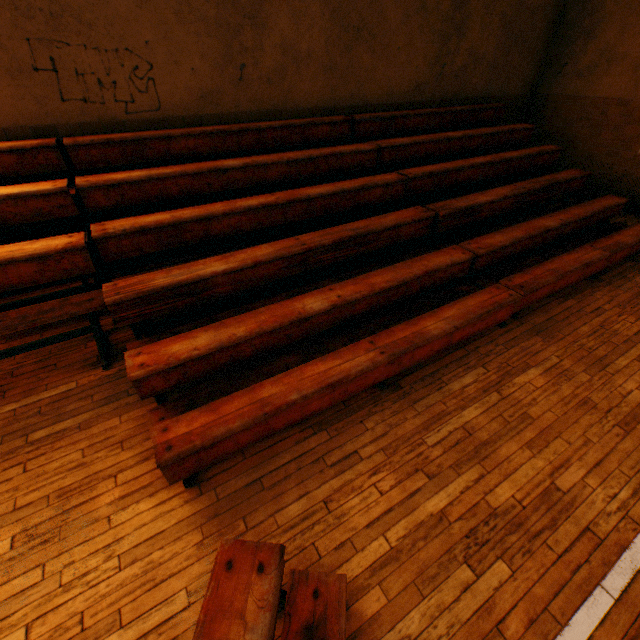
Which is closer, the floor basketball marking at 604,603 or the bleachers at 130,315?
the floor basketball marking at 604,603

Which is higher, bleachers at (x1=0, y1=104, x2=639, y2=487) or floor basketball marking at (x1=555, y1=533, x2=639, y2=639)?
bleachers at (x1=0, y1=104, x2=639, y2=487)

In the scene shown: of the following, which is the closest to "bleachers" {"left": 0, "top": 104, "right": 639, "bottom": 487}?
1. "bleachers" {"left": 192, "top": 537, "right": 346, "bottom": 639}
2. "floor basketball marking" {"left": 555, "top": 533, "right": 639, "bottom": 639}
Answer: "bleachers" {"left": 192, "top": 537, "right": 346, "bottom": 639}

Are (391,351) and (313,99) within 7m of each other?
yes

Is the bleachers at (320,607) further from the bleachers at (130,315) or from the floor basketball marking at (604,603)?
the bleachers at (130,315)

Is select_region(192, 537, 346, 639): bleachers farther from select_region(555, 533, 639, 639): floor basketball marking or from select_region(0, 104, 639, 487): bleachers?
select_region(0, 104, 639, 487): bleachers

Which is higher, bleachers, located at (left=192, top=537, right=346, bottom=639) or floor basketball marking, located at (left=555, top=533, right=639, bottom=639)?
bleachers, located at (left=192, top=537, right=346, bottom=639)
